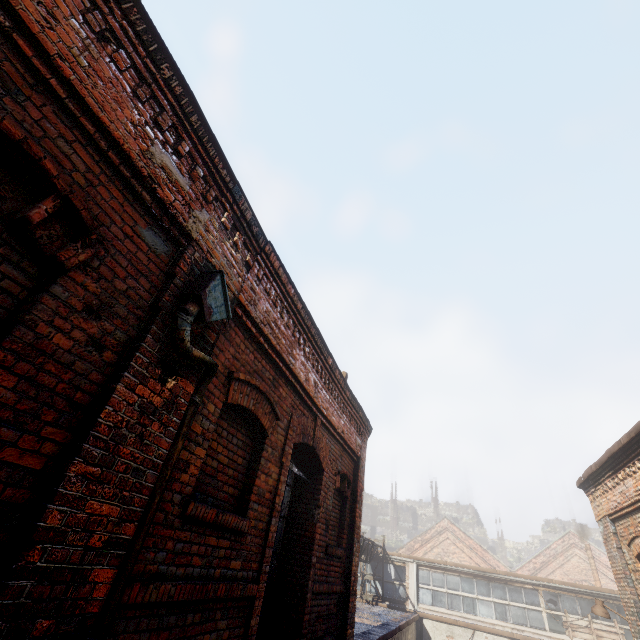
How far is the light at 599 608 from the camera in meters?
A: 8.7

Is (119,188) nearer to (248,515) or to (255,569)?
(248,515)

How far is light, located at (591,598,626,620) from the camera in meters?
8.7

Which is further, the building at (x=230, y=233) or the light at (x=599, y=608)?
the light at (x=599, y=608)

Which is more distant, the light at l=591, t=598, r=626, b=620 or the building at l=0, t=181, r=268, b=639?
the light at l=591, t=598, r=626, b=620
